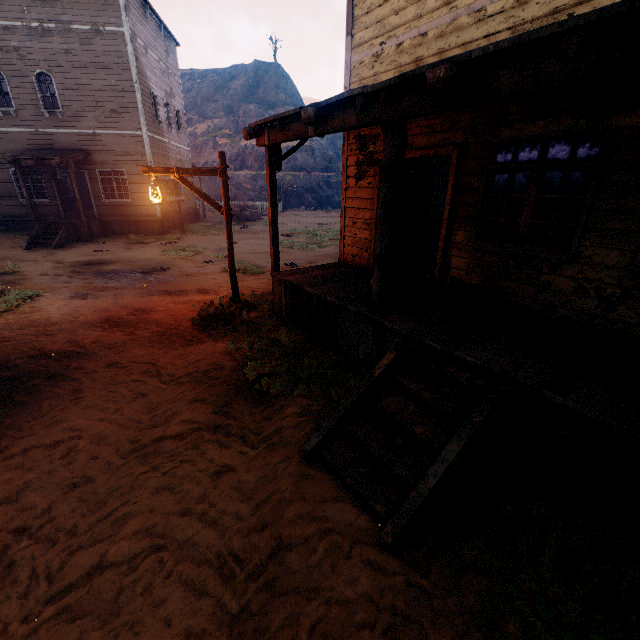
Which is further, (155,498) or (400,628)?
(155,498)

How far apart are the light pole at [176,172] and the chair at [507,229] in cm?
503

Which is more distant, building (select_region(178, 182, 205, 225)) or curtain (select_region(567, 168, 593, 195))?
building (select_region(178, 182, 205, 225))

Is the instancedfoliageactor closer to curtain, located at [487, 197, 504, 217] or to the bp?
curtain, located at [487, 197, 504, 217]

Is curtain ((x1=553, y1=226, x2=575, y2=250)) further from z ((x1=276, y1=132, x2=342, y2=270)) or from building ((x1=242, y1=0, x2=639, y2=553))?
z ((x1=276, y1=132, x2=342, y2=270))

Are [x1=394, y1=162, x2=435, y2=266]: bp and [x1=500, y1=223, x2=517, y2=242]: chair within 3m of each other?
yes

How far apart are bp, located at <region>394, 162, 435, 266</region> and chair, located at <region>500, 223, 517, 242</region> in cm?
194

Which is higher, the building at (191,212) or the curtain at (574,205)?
the curtain at (574,205)
